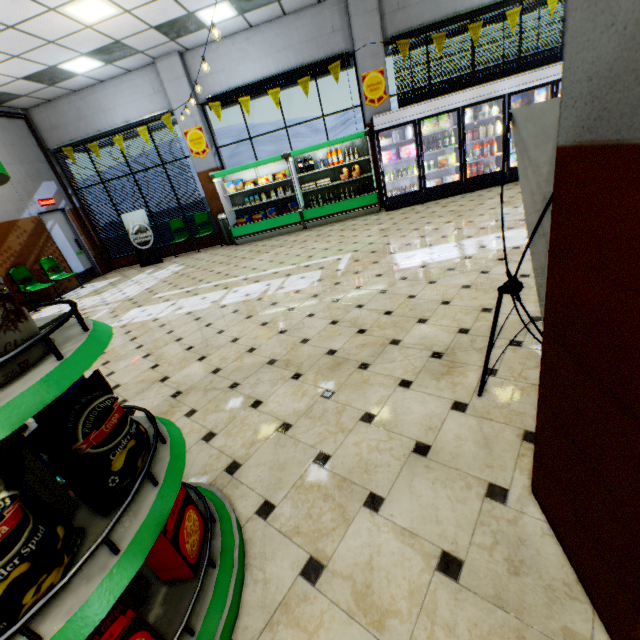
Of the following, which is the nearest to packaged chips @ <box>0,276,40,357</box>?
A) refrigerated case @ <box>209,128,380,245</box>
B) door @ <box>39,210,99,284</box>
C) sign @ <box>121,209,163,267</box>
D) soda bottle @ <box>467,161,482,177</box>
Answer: refrigerated case @ <box>209,128,380,245</box>

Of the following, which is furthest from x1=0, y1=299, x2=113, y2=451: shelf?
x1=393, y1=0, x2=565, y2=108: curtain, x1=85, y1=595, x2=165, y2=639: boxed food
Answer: x1=393, y1=0, x2=565, y2=108: curtain

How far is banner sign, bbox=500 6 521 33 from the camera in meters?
7.4

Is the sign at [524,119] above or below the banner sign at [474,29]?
below

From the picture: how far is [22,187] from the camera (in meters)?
8.87

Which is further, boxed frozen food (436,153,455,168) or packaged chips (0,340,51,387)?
boxed frozen food (436,153,455,168)

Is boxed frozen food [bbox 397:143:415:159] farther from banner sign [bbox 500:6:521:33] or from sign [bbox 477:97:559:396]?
sign [bbox 477:97:559:396]

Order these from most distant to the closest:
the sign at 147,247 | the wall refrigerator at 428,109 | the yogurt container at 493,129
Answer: the sign at 147,247 < the yogurt container at 493,129 < the wall refrigerator at 428,109
